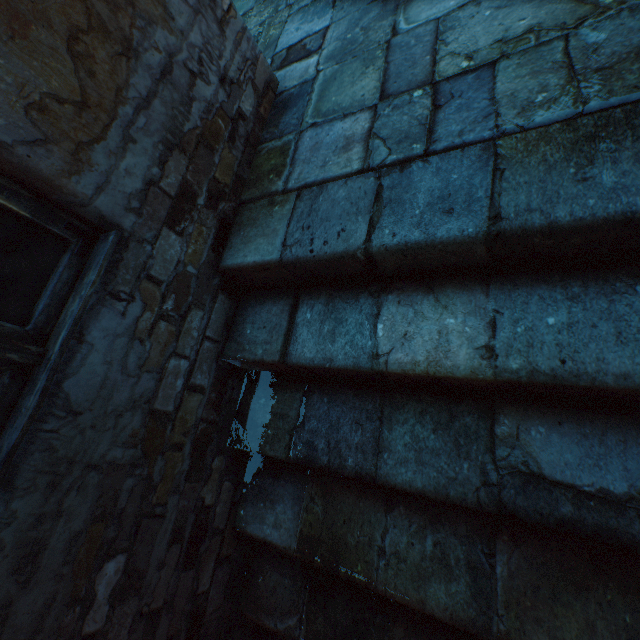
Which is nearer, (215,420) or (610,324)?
(610,324)

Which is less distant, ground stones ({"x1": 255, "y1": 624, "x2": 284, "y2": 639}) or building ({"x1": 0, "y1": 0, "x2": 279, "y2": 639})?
building ({"x1": 0, "y1": 0, "x2": 279, "y2": 639})

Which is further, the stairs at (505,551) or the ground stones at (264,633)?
the ground stones at (264,633)

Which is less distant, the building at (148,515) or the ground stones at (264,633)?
the building at (148,515)

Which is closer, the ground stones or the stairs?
the stairs

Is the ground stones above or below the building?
below

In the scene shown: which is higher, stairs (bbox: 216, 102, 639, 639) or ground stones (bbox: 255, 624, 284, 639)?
stairs (bbox: 216, 102, 639, 639)
